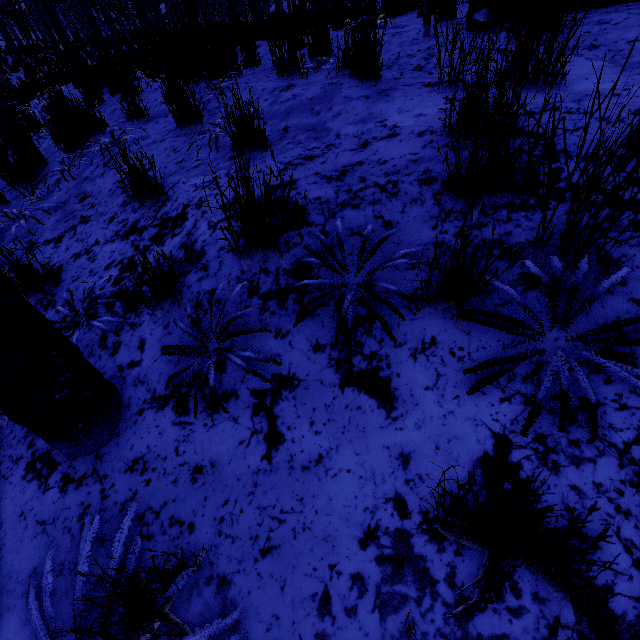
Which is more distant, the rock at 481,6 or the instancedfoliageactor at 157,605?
the rock at 481,6

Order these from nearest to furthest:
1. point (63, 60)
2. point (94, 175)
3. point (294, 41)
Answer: point (94, 175), point (294, 41), point (63, 60)

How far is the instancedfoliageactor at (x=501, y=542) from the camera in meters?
0.7

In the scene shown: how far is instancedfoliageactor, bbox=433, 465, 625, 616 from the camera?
0.7m

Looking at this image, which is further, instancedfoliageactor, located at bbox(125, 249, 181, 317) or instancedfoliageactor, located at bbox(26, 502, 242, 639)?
instancedfoliageactor, located at bbox(125, 249, 181, 317)

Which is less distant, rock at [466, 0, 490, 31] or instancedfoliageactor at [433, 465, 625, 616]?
instancedfoliageactor at [433, 465, 625, 616]

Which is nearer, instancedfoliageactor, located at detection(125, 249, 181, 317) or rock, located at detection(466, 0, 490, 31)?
instancedfoliageactor, located at detection(125, 249, 181, 317)

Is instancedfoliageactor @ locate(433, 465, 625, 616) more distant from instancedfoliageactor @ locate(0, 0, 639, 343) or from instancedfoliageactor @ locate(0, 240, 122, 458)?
instancedfoliageactor @ locate(0, 0, 639, 343)
